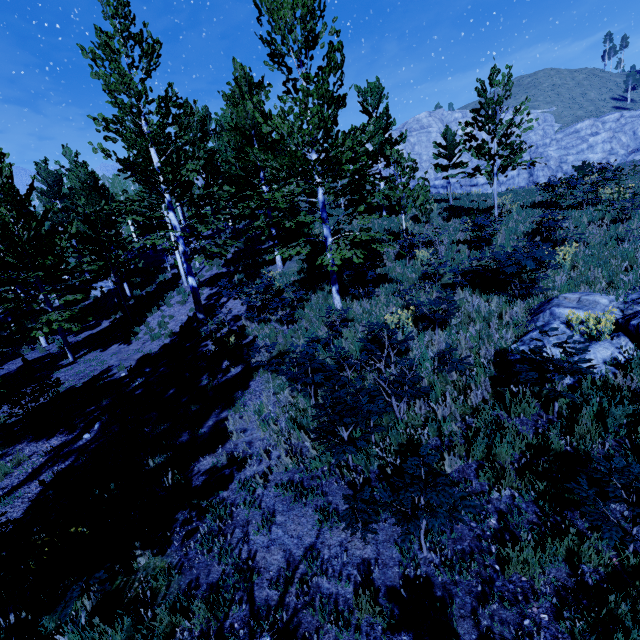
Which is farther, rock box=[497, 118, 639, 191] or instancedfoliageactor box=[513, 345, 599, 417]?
rock box=[497, 118, 639, 191]

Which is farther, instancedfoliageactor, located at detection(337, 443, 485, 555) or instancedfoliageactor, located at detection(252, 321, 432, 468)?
instancedfoliageactor, located at detection(252, 321, 432, 468)

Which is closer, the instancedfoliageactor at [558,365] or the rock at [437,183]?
the instancedfoliageactor at [558,365]

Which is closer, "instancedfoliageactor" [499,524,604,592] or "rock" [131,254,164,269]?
"instancedfoliageactor" [499,524,604,592]

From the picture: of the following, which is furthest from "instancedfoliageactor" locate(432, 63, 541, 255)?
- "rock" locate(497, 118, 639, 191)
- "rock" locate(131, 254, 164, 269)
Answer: "rock" locate(497, 118, 639, 191)

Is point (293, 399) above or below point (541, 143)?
below

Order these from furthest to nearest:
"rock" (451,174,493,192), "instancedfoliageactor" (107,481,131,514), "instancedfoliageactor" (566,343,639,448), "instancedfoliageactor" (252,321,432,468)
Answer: "rock" (451,174,493,192) → "instancedfoliageactor" (107,481,131,514) → "instancedfoliageactor" (252,321,432,468) → "instancedfoliageactor" (566,343,639,448)

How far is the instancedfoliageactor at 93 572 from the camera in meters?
3.4
